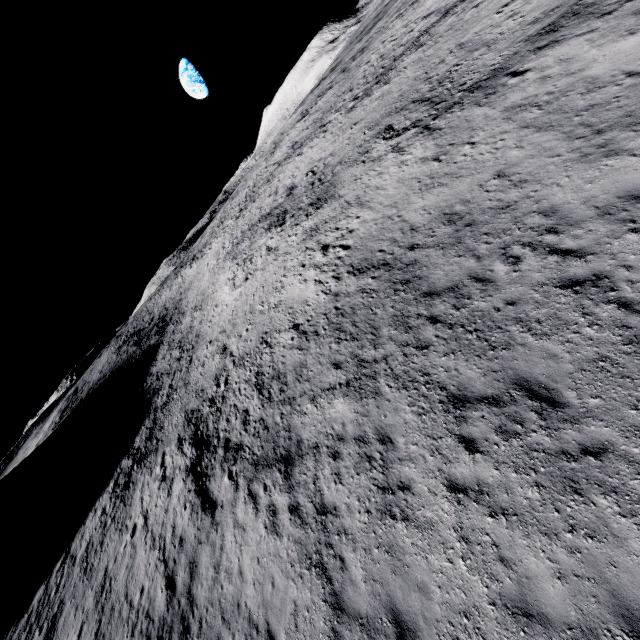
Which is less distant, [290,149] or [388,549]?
[388,549]
